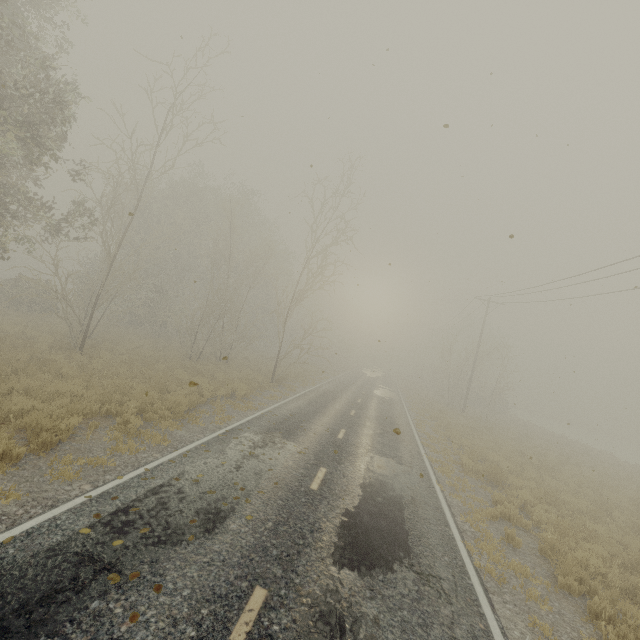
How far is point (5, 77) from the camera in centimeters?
1131cm
